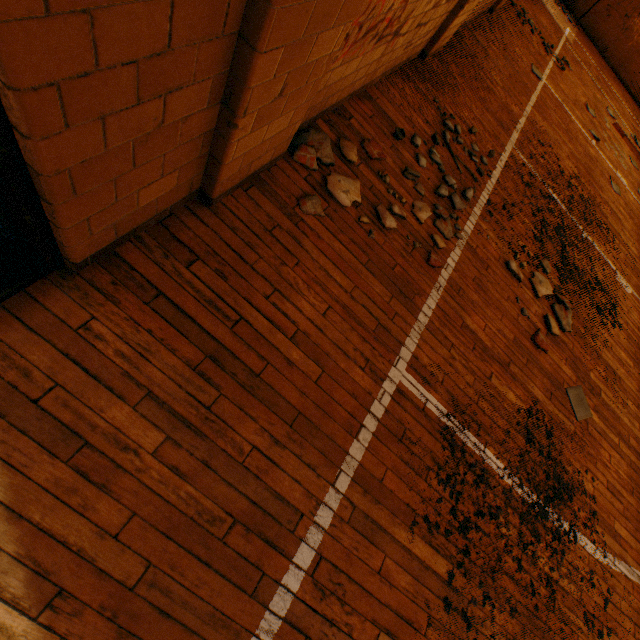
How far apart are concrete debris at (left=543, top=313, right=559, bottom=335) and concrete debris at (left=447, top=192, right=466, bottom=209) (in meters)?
1.50

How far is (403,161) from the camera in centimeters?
321cm

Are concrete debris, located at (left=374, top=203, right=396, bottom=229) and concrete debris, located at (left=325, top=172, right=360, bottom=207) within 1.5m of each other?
yes

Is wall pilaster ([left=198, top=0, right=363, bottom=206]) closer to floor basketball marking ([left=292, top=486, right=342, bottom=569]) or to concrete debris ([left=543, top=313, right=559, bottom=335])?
floor basketball marking ([left=292, top=486, right=342, bottom=569])

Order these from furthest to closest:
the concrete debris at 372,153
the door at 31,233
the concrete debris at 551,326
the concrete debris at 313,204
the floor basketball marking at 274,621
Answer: the concrete debris at 551,326, the concrete debris at 372,153, the concrete debris at 313,204, the floor basketball marking at 274,621, the door at 31,233

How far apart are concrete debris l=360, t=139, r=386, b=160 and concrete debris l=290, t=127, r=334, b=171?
0.2m

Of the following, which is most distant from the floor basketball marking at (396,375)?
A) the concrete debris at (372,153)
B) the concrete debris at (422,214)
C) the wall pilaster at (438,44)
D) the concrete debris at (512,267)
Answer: the wall pilaster at (438,44)

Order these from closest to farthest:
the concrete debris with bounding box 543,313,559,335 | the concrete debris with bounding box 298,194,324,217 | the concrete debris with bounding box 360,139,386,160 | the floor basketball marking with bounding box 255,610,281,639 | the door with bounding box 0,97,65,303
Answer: the door with bounding box 0,97,65,303, the floor basketball marking with bounding box 255,610,281,639, the concrete debris with bounding box 298,194,324,217, the concrete debris with bounding box 360,139,386,160, the concrete debris with bounding box 543,313,559,335
